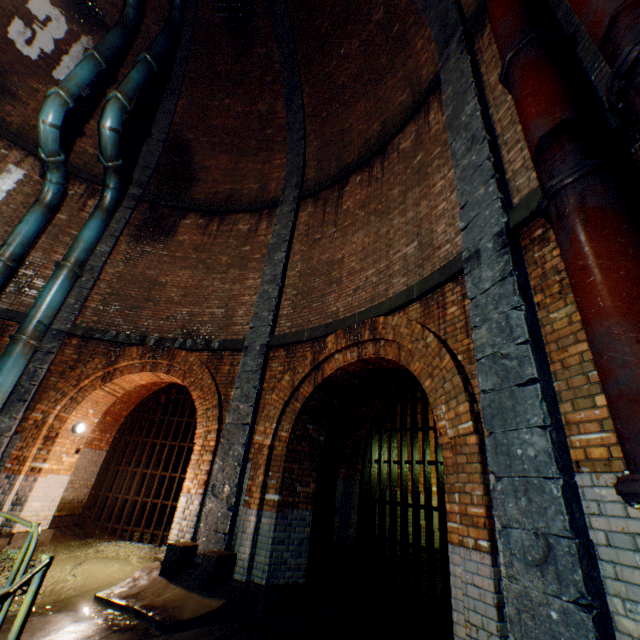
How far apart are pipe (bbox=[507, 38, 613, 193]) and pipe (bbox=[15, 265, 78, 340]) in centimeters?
1006cm

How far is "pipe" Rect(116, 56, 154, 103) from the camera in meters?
9.0 m

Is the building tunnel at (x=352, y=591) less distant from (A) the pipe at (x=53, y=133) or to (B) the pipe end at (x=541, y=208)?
(B) the pipe end at (x=541, y=208)

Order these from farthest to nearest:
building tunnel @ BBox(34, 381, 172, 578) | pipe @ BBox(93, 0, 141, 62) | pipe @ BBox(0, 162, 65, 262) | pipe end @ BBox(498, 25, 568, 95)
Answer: pipe @ BBox(93, 0, 141, 62)
pipe @ BBox(0, 162, 65, 262)
building tunnel @ BBox(34, 381, 172, 578)
pipe end @ BBox(498, 25, 568, 95)

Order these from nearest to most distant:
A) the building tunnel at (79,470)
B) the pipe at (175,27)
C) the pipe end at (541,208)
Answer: the pipe end at (541,208) < the building tunnel at (79,470) < the pipe at (175,27)

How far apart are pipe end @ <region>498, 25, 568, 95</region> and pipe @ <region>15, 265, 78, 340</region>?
10.0 meters

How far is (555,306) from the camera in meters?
3.0

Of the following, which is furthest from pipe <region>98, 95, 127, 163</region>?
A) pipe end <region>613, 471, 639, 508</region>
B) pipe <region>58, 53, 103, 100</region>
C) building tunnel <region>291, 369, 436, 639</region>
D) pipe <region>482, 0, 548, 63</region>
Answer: pipe end <region>613, 471, 639, 508</region>
